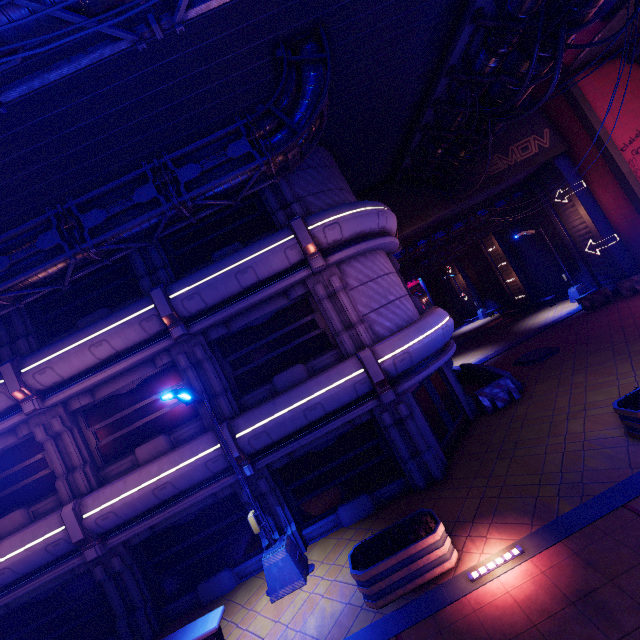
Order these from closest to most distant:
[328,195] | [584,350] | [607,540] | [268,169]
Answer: [607,540] < [268,169] < [328,195] < [584,350]

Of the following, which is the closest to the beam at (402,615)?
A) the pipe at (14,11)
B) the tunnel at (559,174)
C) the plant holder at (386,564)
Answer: the plant holder at (386,564)

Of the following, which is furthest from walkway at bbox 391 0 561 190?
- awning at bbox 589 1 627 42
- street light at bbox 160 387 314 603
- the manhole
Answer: street light at bbox 160 387 314 603

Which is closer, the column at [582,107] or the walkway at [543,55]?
the walkway at [543,55]

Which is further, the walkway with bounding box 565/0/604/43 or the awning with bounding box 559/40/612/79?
the awning with bounding box 559/40/612/79

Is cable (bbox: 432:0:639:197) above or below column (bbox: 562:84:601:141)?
above

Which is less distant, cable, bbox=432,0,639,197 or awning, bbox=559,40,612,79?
cable, bbox=432,0,639,197

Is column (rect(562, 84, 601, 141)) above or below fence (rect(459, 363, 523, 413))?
above
